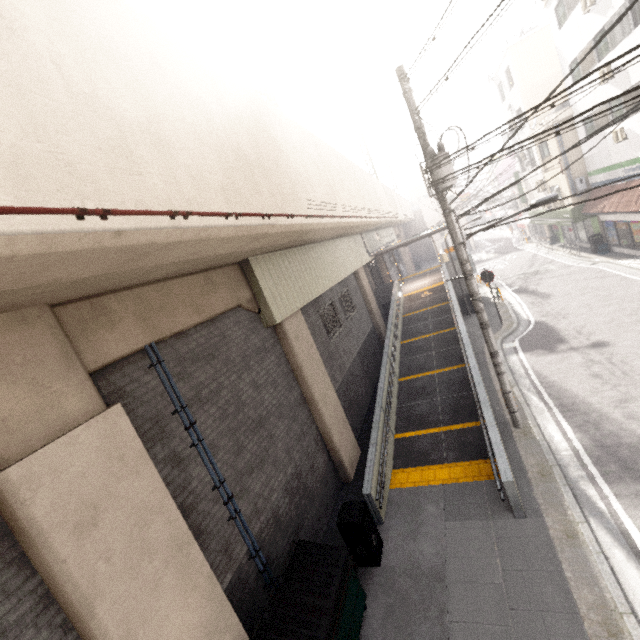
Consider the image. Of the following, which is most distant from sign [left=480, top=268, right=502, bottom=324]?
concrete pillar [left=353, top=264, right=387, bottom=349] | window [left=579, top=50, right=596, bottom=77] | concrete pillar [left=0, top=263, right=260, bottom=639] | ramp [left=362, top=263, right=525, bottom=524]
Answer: concrete pillar [left=0, top=263, right=260, bottom=639]

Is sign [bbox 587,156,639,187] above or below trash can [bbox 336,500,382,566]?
above

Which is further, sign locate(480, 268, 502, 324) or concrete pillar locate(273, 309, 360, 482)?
sign locate(480, 268, 502, 324)

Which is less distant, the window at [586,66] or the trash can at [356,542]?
the trash can at [356,542]

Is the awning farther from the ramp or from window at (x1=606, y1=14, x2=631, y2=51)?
the ramp

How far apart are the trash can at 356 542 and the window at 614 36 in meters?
20.2

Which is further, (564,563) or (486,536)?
(486,536)

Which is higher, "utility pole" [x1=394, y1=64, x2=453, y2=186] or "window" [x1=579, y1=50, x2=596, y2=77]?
"window" [x1=579, y1=50, x2=596, y2=77]
